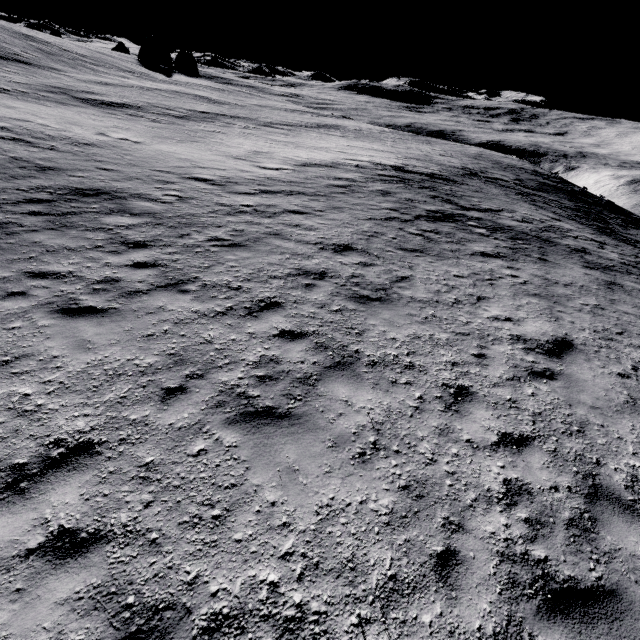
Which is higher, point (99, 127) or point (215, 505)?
point (99, 127)
